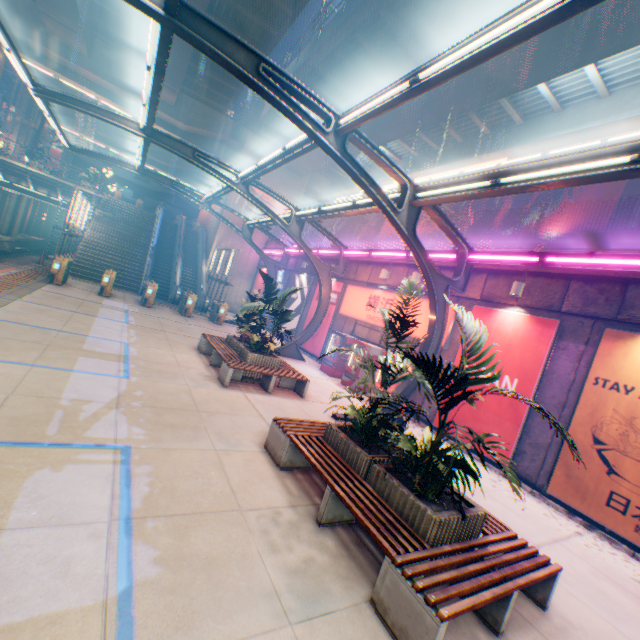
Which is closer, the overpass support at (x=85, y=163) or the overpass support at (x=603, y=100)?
the overpass support at (x=603, y=100)

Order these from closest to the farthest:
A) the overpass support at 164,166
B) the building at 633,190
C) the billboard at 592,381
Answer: the billboard at 592,381 → the building at 633,190 → the overpass support at 164,166

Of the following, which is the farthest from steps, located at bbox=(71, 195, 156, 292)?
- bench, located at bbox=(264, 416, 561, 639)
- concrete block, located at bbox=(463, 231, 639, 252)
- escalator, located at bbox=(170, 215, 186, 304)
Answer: bench, located at bbox=(264, 416, 561, 639)

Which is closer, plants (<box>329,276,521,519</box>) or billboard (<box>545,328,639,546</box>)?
plants (<box>329,276,521,519</box>)

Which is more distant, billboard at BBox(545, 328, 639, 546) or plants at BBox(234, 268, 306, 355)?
plants at BBox(234, 268, 306, 355)

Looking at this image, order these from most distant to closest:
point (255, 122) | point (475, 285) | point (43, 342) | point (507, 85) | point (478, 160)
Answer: point (255, 122) < point (478, 160) < point (507, 85) < point (475, 285) < point (43, 342)

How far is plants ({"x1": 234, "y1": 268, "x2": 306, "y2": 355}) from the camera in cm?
1003

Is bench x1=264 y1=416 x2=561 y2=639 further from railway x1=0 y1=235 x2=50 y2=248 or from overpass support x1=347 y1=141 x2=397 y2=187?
overpass support x1=347 y1=141 x2=397 y2=187
